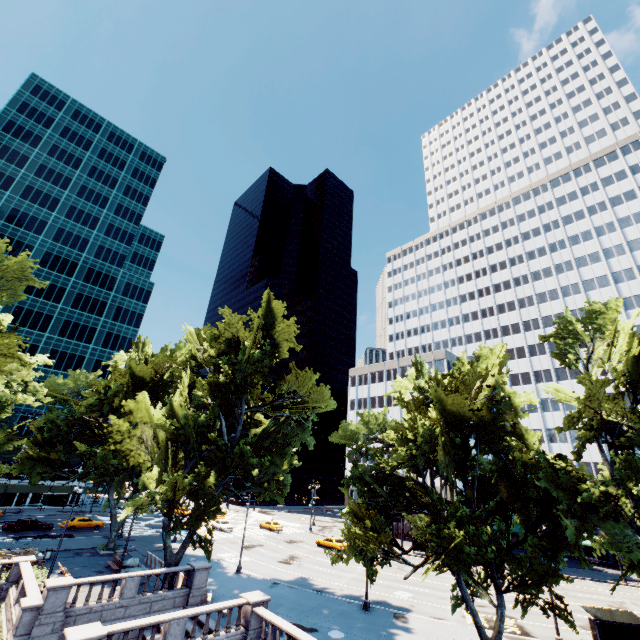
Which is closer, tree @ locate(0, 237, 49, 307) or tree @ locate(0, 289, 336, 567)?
tree @ locate(0, 237, 49, 307)

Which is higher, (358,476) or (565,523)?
(358,476)

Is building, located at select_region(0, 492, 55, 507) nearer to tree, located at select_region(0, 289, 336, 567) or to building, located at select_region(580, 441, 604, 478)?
tree, located at select_region(0, 289, 336, 567)

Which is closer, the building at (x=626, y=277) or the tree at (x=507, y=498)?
the tree at (x=507, y=498)

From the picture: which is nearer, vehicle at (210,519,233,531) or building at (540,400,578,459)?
vehicle at (210,519,233,531)

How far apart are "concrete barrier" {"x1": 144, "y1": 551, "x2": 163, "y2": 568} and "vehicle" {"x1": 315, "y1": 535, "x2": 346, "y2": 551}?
23.1 meters

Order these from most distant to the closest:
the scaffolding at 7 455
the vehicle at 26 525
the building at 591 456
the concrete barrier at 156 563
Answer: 1. the scaffolding at 7 455
2. the building at 591 456
3. the vehicle at 26 525
4. the concrete barrier at 156 563

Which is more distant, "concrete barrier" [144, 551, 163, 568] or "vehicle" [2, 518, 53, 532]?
"vehicle" [2, 518, 53, 532]
